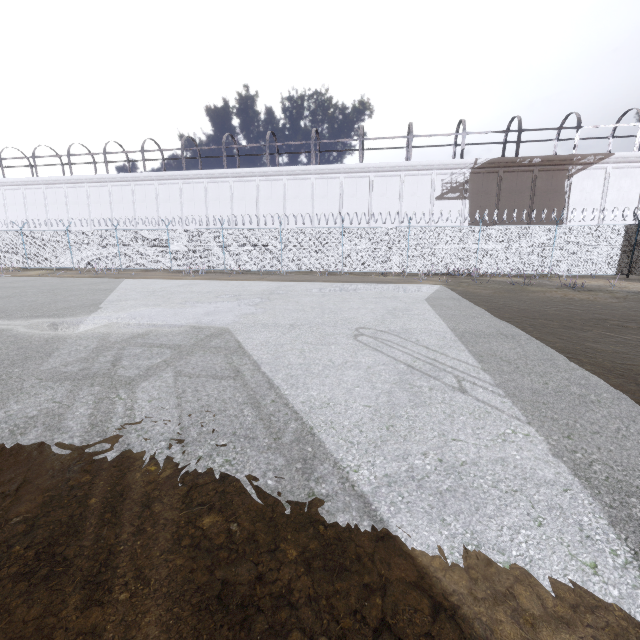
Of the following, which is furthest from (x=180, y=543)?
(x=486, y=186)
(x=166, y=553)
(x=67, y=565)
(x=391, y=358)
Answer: (x=486, y=186)
